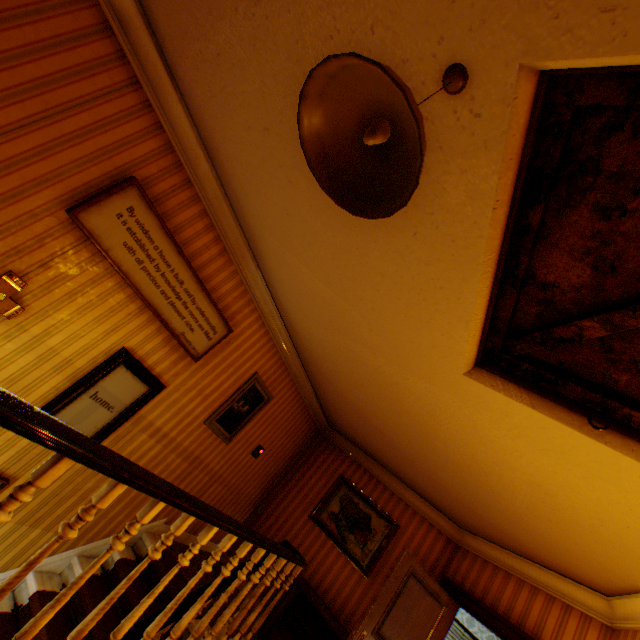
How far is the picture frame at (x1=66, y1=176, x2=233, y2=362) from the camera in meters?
2.6 m

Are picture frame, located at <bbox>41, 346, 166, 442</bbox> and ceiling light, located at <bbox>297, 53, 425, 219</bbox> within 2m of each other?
no

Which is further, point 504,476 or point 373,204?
point 504,476

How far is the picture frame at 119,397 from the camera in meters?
3.1

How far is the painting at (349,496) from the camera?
5.5m

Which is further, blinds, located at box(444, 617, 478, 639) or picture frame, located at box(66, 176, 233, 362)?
blinds, located at box(444, 617, 478, 639)

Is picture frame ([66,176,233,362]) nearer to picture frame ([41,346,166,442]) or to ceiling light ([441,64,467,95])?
picture frame ([41,346,166,442])

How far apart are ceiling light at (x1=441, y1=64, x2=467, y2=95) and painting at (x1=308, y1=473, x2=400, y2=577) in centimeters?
638cm
